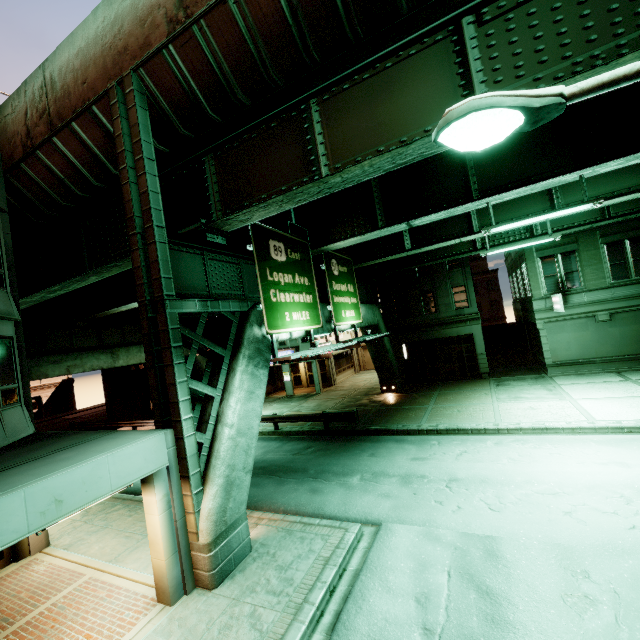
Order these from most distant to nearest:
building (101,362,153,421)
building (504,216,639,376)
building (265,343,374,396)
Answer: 1. building (265,343,374,396)
2. building (101,362,153,421)
3. building (504,216,639,376)

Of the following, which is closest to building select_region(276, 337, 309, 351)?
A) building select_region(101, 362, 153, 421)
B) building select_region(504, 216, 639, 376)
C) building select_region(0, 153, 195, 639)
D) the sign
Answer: building select_region(101, 362, 153, 421)

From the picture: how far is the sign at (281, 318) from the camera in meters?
10.4 m

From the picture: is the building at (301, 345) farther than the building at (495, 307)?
Yes

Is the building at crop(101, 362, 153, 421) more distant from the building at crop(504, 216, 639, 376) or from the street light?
the street light

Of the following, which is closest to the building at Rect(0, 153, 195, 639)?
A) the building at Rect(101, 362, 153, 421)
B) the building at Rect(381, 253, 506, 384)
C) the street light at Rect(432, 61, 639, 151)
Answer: the street light at Rect(432, 61, 639, 151)

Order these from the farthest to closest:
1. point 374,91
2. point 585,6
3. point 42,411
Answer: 1. point 42,411
2. point 374,91
3. point 585,6

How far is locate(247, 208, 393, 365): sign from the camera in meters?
10.4 m
